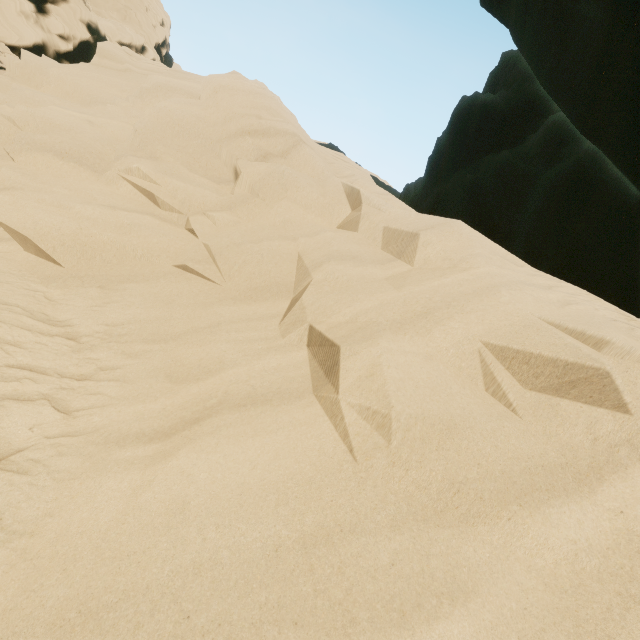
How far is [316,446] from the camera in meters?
2.1
